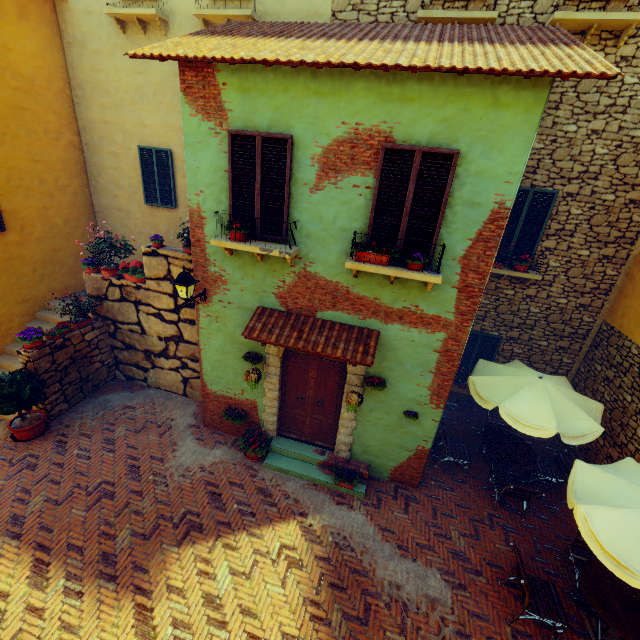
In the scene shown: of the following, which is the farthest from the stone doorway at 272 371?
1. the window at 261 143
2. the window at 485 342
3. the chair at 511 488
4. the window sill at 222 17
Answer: the window sill at 222 17

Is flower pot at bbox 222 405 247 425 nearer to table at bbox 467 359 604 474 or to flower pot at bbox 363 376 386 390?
flower pot at bbox 363 376 386 390

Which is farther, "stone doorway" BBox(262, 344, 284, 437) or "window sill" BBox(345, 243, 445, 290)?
"stone doorway" BBox(262, 344, 284, 437)

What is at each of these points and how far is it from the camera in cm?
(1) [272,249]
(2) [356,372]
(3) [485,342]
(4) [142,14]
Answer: (1) window sill, 543
(2) stone doorway, 645
(3) window, 913
(4) window sill, 780

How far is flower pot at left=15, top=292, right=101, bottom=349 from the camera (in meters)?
7.25

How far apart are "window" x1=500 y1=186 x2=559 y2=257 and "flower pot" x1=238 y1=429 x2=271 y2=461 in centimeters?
726cm

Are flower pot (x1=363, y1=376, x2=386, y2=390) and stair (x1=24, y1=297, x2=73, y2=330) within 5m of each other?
no

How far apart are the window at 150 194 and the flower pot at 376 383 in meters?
8.0
